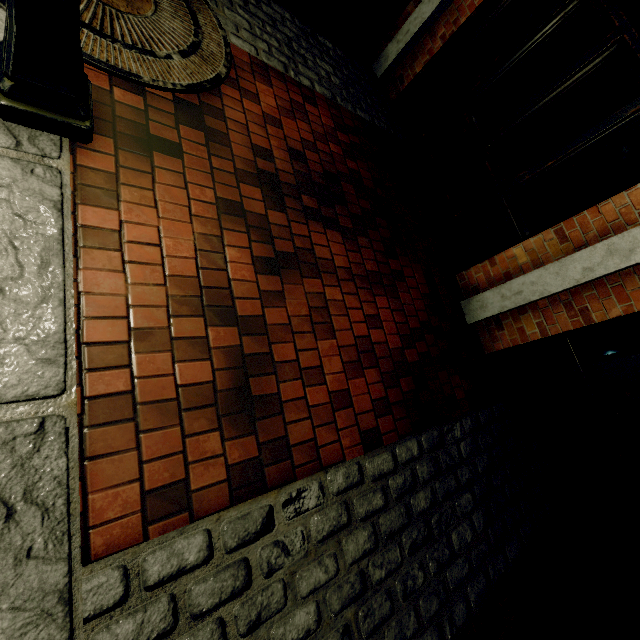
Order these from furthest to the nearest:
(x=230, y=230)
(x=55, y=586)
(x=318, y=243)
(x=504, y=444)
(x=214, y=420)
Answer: (x=504, y=444) → (x=318, y=243) → (x=230, y=230) → (x=214, y=420) → (x=55, y=586)

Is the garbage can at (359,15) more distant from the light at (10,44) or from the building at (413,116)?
the light at (10,44)

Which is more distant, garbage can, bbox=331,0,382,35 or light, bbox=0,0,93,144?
garbage can, bbox=331,0,382,35

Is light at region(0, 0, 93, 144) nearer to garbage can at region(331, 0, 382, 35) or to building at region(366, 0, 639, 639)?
building at region(366, 0, 639, 639)

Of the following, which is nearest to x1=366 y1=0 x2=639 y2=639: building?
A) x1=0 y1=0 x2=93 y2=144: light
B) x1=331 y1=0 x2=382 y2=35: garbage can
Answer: x1=331 y1=0 x2=382 y2=35: garbage can
